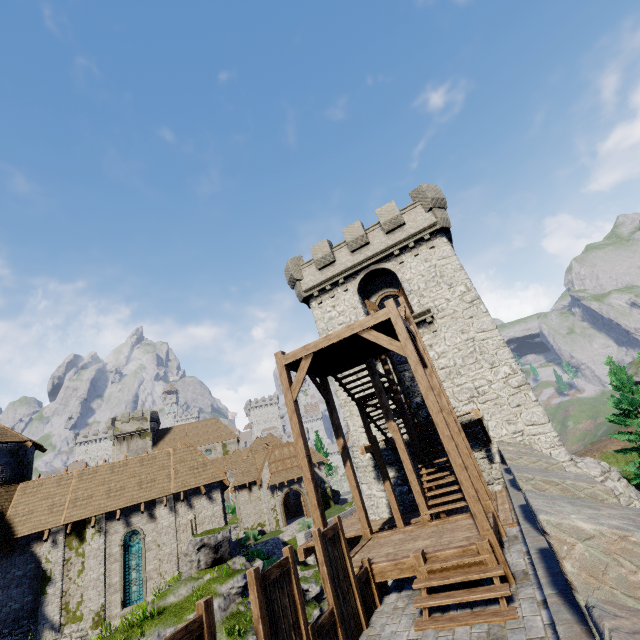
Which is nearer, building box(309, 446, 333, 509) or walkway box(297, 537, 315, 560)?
walkway box(297, 537, 315, 560)

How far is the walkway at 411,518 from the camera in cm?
1348

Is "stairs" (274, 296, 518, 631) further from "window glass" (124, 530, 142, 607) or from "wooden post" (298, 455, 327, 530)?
"window glass" (124, 530, 142, 607)

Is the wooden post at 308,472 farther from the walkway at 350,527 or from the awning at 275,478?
the awning at 275,478

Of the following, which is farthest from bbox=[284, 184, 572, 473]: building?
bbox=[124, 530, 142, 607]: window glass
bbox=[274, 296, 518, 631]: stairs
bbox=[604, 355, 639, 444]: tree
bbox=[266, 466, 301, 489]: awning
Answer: bbox=[266, 466, 301, 489]: awning

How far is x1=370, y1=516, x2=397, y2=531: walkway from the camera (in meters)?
13.80

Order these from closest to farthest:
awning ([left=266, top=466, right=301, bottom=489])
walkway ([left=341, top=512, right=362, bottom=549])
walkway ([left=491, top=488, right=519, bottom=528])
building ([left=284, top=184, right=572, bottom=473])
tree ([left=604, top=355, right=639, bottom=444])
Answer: walkway ([left=491, top=488, right=519, bottom=528])
walkway ([left=341, top=512, right=362, bottom=549])
building ([left=284, top=184, right=572, bottom=473])
tree ([left=604, top=355, right=639, bottom=444])
awning ([left=266, top=466, right=301, bottom=489])

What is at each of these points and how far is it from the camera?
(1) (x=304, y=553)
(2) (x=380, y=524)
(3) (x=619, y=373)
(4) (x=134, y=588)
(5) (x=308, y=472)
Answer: (1) walkway, 15.13m
(2) walkway, 14.94m
(3) tree, 24.98m
(4) window glass, 19.19m
(5) wooden post, 8.82m
